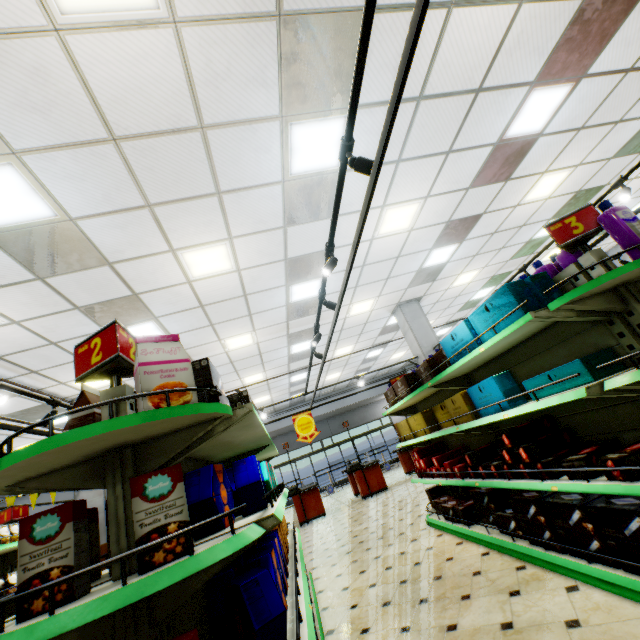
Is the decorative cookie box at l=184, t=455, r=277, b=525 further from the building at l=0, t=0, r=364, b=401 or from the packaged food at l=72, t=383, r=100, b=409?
the building at l=0, t=0, r=364, b=401

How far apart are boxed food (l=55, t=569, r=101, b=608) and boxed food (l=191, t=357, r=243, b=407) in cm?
59

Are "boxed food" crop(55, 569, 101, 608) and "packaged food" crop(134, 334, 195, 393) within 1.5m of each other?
yes

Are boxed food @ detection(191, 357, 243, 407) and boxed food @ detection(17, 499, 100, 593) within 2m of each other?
yes

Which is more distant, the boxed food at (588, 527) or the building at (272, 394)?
the building at (272, 394)

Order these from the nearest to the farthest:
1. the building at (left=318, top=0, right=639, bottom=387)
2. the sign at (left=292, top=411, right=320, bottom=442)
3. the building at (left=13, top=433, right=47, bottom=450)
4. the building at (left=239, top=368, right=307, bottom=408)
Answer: the building at (left=318, top=0, right=639, bottom=387), the sign at (left=292, top=411, right=320, bottom=442), the building at (left=13, top=433, right=47, bottom=450), the building at (left=239, top=368, right=307, bottom=408)

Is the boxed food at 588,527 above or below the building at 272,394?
below

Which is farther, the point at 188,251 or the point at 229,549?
the point at 188,251
